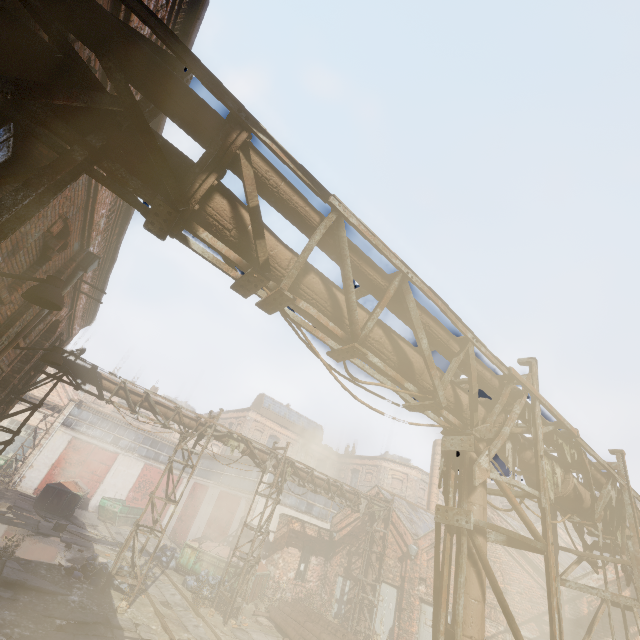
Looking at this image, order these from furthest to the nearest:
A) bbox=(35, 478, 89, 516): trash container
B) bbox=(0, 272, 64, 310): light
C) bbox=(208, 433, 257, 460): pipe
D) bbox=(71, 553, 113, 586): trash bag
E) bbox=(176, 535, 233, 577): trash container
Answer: bbox=(35, 478, 89, 516): trash container < bbox=(176, 535, 233, 577): trash container < bbox=(208, 433, 257, 460): pipe < bbox=(71, 553, 113, 586): trash bag < bbox=(0, 272, 64, 310): light

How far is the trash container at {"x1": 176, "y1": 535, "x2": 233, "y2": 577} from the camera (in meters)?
16.62

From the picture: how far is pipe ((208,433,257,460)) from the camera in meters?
14.3

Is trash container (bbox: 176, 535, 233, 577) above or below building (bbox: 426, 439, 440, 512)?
below

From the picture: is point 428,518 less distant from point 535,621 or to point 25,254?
point 535,621

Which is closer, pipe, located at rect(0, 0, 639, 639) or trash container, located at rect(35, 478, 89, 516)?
pipe, located at rect(0, 0, 639, 639)

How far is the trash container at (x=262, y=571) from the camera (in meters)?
15.92

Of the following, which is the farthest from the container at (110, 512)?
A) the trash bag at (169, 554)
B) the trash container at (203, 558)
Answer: the trash container at (203, 558)
